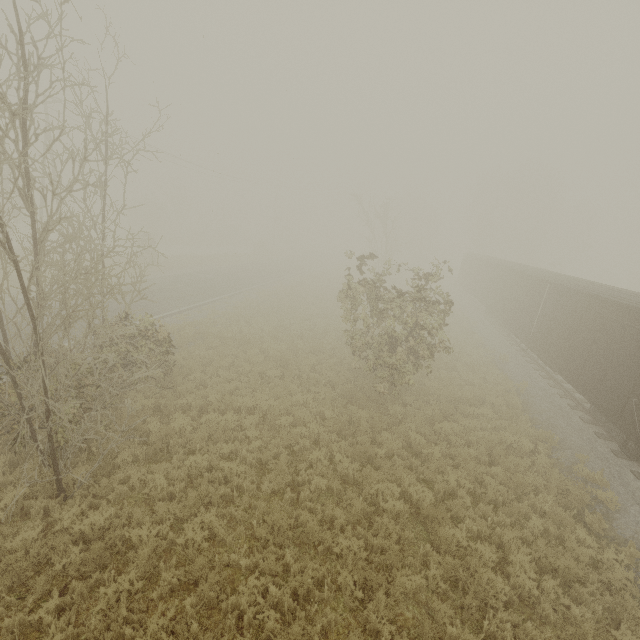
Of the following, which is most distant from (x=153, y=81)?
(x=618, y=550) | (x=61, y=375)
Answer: (x=618, y=550)

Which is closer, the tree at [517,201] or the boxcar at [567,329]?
the boxcar at [567,329]

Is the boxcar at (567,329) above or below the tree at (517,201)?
below

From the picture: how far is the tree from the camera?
45.5m

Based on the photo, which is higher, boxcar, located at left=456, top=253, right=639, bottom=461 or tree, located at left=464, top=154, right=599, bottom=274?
tree, located at left=464, top=154, right=599, bottom=274

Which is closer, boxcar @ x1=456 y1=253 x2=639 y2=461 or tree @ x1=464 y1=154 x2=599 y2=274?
boxcar @ x1=456 y1=253 x2=639 y2=461
